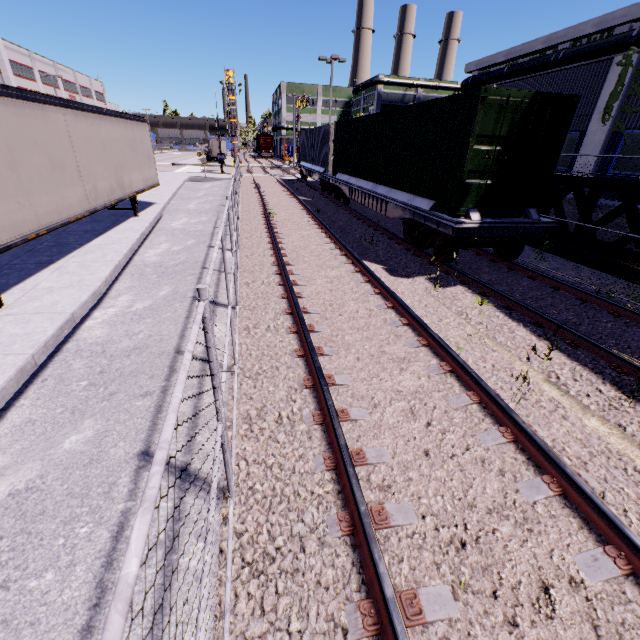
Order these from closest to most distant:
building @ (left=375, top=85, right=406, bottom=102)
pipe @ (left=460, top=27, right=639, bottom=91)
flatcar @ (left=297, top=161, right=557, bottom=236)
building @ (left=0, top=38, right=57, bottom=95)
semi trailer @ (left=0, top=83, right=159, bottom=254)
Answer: semi trailer @ (left=0, top=83, right=159, bottom=254), flatcar @ (left=297, top=161, right=557, bottom=236), pipe @ (left=460, top=27, right=639, bottom=91), building @ (left=0, top=38, right=57, bottom=95), building @ (left=375, top=85, right=406, bottom=102)

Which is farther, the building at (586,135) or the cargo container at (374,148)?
the building at (586,135)

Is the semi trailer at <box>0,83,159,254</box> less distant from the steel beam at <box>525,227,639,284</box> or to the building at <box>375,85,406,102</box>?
the building at <box>375,85,406,102</box>

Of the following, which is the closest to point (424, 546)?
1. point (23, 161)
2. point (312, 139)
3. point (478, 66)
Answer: point (23, 161)

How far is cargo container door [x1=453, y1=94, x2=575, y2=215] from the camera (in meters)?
7.06

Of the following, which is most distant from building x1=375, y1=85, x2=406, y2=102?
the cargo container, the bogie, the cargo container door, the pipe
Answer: the bogie

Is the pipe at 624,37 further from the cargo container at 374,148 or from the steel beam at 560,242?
the steel beam at 560,242

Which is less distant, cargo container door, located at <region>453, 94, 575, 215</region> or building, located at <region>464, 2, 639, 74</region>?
cargo container door, located at <region>453, 94, 575, 215</region>
